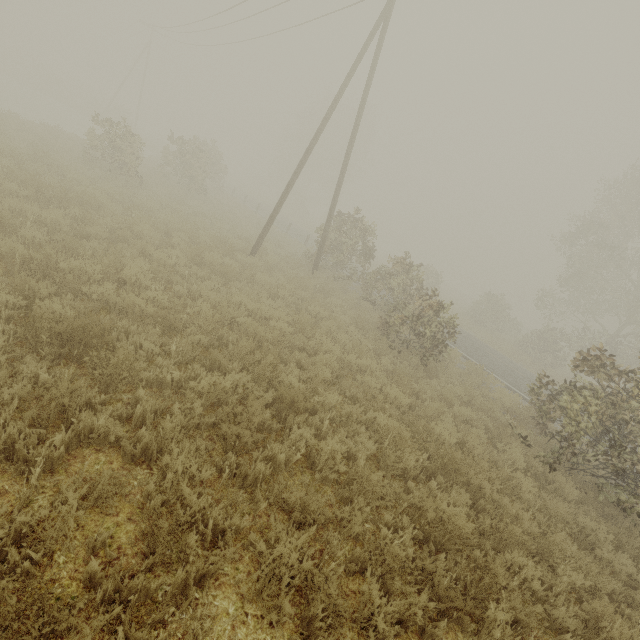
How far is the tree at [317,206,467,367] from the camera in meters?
10.4

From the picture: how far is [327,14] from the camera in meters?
15.6 m

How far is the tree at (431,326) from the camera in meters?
10.4

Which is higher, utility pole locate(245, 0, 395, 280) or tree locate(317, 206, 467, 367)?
utility pole locate(245, 0, 395, 280)

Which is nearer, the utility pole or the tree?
the tree

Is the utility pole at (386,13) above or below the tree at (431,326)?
above
